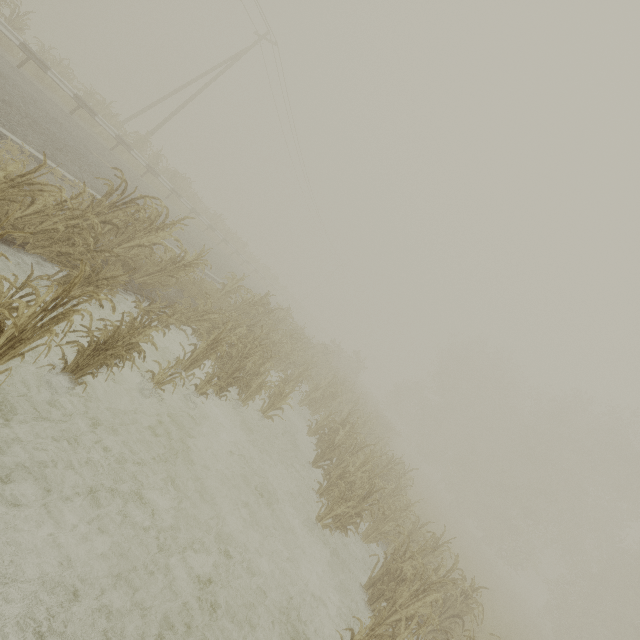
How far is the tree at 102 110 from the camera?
14.8m

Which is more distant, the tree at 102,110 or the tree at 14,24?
the tree at 102,110

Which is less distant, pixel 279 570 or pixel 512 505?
pixel 279 570

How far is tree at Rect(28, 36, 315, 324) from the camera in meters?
14.8

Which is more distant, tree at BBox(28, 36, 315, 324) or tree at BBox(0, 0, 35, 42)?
tree at BBox(28, 36, 315, 324)
